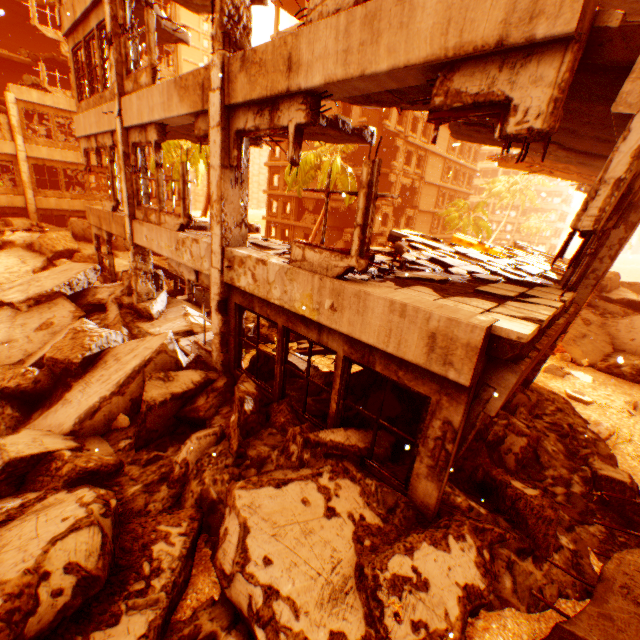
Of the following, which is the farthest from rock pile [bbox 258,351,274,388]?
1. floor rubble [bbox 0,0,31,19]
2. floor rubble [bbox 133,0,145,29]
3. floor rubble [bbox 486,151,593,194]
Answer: floor rubble [bbox 0,0,31,19]

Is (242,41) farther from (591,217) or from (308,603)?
(308,603)

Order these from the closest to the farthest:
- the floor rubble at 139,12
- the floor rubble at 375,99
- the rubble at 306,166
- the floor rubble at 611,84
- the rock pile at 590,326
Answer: the floor rubble at 611,84, the floor rubble at 375,99, the floor rubble at 139,12, the rock pile at 590,326, the rubble at 306,166

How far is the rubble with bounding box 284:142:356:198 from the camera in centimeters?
2204cm

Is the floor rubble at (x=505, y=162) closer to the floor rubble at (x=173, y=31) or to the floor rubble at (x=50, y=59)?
the floor rubble at (x=173, y=31)

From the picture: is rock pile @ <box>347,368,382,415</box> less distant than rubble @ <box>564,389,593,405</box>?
Yes

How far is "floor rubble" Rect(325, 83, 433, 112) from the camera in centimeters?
448cm

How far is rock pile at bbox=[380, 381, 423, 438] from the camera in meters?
5.7
